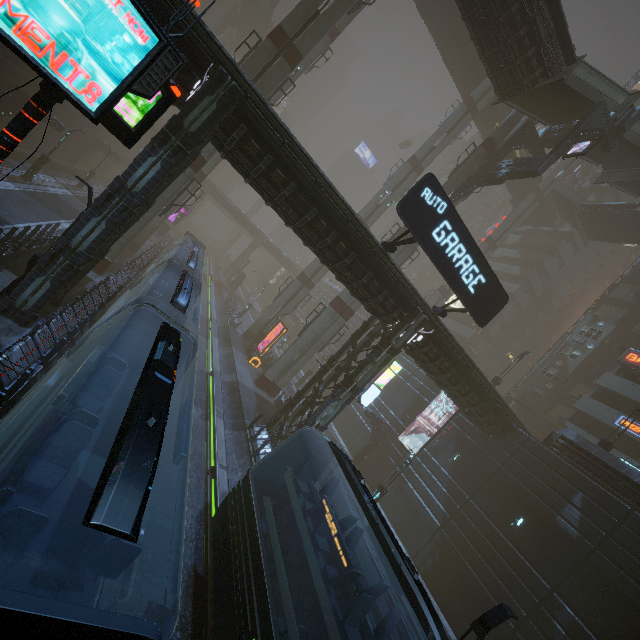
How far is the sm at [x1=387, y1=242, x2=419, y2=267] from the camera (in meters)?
26.83

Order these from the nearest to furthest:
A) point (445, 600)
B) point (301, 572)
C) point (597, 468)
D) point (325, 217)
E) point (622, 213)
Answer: point (301, 572)
point (325, 217)
point (597, 468)
point (445, 600)
point (622, 213)

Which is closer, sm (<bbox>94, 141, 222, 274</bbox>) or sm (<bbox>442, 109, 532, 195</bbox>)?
sm (<bbox>94, 141, 222, 274</bbox>)

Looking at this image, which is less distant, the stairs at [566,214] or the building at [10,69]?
the building at [10,69]

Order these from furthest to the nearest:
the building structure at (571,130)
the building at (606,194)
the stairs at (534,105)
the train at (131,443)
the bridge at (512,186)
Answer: the building at (606,194), the bridge at (512,186), the building structure at (571,130), the stairs at (534,105), the train at (131,443)

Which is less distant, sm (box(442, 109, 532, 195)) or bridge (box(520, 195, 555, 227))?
sm (box(442, 109, 532, 195))

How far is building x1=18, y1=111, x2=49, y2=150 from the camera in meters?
24.8

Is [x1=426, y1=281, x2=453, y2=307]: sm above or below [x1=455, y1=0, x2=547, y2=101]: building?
below
